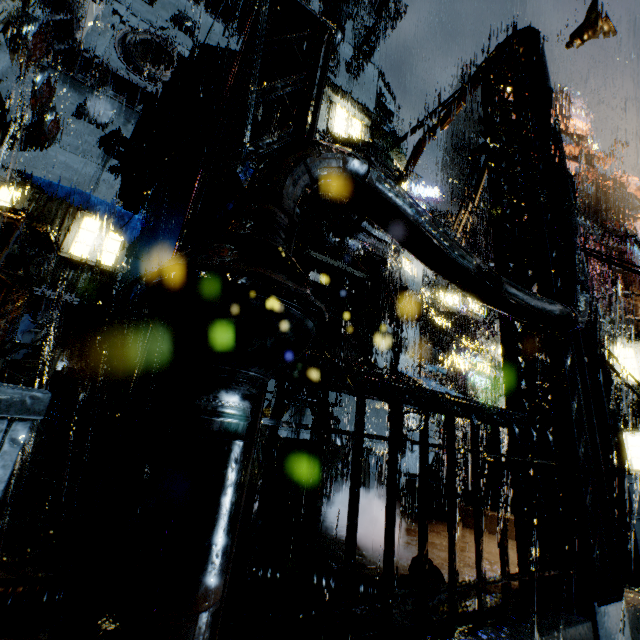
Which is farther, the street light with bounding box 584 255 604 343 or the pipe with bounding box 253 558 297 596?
the street light with bounding box 584 255 604 343

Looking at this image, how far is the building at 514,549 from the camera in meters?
4.0

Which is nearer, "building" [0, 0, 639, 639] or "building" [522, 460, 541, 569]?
"building" [0, 0, 639, 639]

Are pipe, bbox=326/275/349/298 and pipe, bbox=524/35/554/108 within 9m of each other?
yes

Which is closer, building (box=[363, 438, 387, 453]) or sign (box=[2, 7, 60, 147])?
sign (box=[2, 7, 60, 147])

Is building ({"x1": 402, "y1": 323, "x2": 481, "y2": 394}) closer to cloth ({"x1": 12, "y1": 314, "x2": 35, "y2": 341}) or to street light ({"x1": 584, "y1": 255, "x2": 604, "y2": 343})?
cloth ({"x1": 12, "y1": 314, "x2": 35, "y2": 341})

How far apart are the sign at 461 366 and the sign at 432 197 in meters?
→ 15.2

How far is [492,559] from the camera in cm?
593
